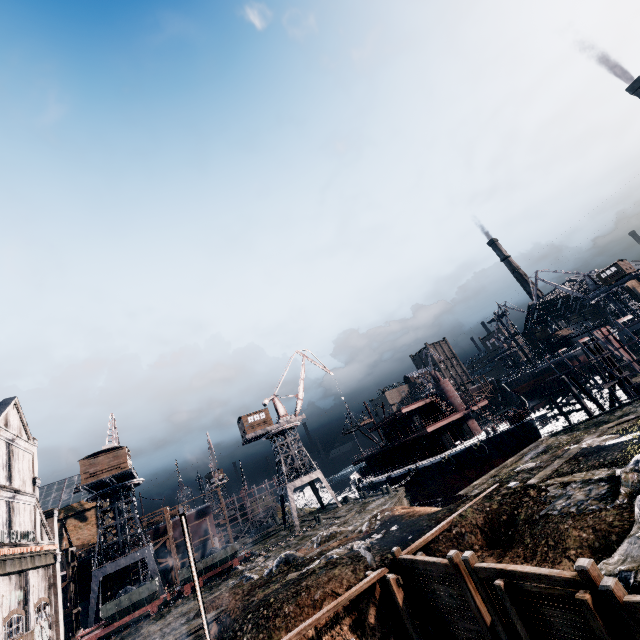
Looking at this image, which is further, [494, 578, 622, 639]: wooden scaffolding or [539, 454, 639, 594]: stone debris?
[539, 454, 639, 594]: stone debris

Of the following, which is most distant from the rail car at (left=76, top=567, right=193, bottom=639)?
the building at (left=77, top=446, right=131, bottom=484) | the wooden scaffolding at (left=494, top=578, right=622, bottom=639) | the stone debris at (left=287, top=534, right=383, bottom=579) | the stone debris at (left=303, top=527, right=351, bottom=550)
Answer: the wooden scaffolding at (left=494, top=578, right=622, bottom=639)

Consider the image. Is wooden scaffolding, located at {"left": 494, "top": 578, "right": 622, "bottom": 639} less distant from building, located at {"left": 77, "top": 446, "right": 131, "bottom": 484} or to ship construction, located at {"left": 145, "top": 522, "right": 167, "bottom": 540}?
building, located at {"left": 77, "top": 446, "right": 131, "bottom": 484}

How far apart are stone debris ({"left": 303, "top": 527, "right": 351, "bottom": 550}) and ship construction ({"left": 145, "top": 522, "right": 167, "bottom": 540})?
32.95m

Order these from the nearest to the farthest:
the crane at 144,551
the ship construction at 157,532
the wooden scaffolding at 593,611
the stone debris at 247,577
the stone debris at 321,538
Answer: the wooden scaffolding at 593,611 → the stone debris at 247,577 → the stone debris at 321,538 → the crane at 144,551 → the ship construction at 157,532

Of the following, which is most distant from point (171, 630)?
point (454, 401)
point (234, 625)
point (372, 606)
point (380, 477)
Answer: point (454, 401)

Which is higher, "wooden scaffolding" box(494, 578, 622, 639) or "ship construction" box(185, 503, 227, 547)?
"ship construction" box(185, 503, 227, 547)

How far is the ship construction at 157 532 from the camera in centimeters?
4822cm
